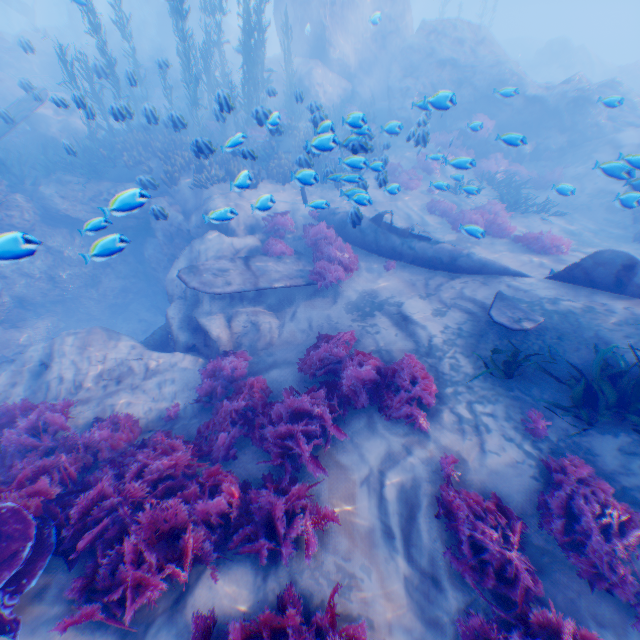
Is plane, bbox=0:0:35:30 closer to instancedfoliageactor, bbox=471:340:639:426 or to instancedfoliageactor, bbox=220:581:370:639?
instancedfoliageactor, bbox=220:581:370:639

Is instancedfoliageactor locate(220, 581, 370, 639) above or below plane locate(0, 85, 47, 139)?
below

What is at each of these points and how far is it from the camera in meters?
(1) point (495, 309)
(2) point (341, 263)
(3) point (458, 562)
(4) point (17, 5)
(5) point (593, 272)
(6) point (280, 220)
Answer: (1) plane, 7.1 m
(2) instancedfoliageactor, 10.0 m
(3) instancedfoliageactor, 4.0 m
(4) plane, 28.8 m
(5) plane, 7.3 m
(6) instancedfoliageactor, 11.8 m

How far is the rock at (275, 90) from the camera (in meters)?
11.27

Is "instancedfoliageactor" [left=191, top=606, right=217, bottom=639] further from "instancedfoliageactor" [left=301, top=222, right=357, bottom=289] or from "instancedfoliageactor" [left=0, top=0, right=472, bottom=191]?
"instancedfoliageactor" [left=301, top=222, right=357, bottom=289]

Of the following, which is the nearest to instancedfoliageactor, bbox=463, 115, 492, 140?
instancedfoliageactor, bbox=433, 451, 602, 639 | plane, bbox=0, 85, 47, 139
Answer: plane, bbox=0, 85, 47, 139

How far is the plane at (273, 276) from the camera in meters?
8.3 m

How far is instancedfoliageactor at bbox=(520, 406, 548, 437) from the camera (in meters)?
5.05
